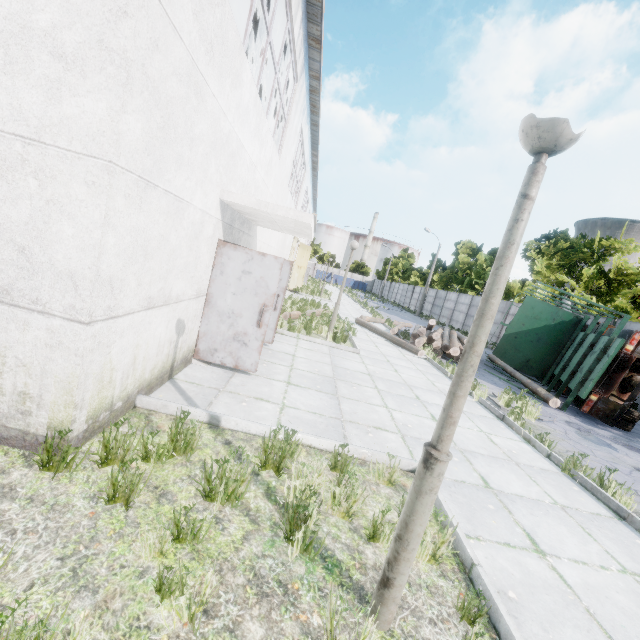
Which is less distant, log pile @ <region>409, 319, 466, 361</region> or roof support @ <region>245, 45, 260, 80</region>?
roof support @ <region>245, 45, 260, 80</region>

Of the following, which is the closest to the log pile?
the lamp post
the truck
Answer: the truck

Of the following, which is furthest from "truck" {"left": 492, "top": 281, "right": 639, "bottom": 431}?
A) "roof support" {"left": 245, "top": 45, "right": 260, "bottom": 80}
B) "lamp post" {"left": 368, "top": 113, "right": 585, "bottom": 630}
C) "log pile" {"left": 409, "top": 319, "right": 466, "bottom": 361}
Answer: "lamp post" {"left": 368, "top": 113, "right": 585, "bottom": 630}

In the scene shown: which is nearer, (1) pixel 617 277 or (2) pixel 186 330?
(2) pixel 186 330

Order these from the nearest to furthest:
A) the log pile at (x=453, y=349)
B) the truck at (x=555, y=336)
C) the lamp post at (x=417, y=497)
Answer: the lamp post at (x=417, y=497), the truck at (x=555, y=336), the log pile at (x=453, y=349)

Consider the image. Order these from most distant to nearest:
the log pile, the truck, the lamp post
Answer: the log pile < the truck < the lamp post

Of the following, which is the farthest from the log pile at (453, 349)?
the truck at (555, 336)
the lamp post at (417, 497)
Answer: the lamp post at (417, 497)
